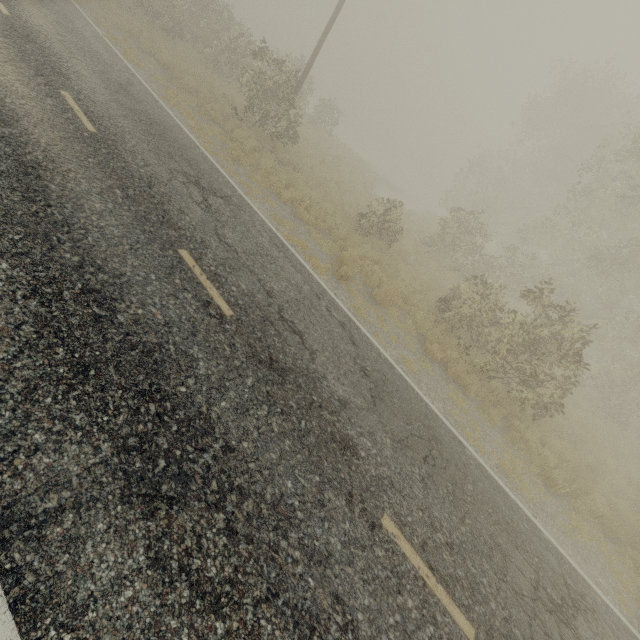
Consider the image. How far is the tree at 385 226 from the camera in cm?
1383

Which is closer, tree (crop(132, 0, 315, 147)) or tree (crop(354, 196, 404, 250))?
tree (crop(354, 196, 404, 250))

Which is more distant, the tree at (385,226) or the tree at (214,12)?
the tree at (214,12)

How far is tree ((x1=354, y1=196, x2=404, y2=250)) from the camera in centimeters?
1383cm

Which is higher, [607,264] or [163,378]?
[607,264]
